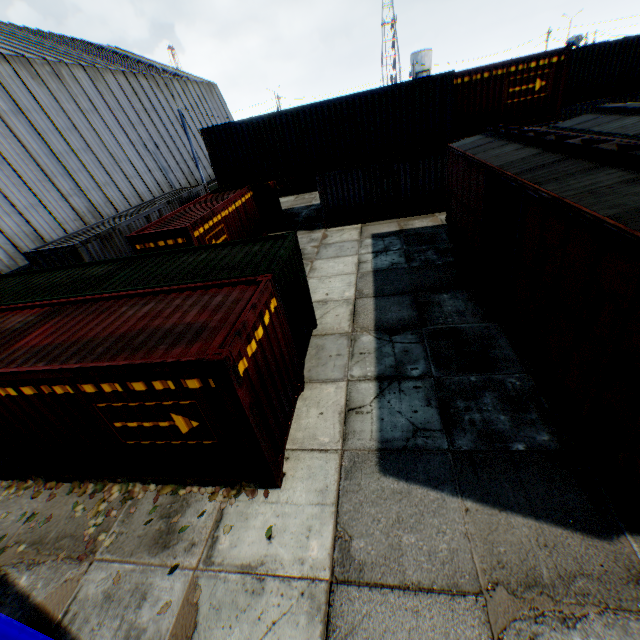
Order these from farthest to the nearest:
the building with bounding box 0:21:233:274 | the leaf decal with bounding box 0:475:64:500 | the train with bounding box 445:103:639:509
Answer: the building with bounding box 0:21:233:274
the leaf decal with bounding box 0:475:64:500
the train with bounding box 445:103:639:509

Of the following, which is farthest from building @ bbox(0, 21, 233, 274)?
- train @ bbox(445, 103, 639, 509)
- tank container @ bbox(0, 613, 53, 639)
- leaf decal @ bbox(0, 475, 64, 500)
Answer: train @ bbox(445, 103, 639, 509)

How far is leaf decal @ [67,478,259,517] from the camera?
5.77m

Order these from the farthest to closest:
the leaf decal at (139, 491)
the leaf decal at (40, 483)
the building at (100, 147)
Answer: the building at (100, 147) → the leaf decal at (40, 483) → the leaf decal at (139, 491)

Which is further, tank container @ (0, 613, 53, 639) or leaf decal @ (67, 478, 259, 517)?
leaf decal @ (67, 478, 259, 517)

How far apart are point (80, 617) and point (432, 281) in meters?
11.2

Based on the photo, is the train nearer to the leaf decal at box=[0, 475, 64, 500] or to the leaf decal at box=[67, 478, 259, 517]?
the leaf decal at box=[67, 478, 259, 517]

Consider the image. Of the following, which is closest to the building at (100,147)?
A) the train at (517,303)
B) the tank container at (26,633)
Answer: the tank container at (26,633)
